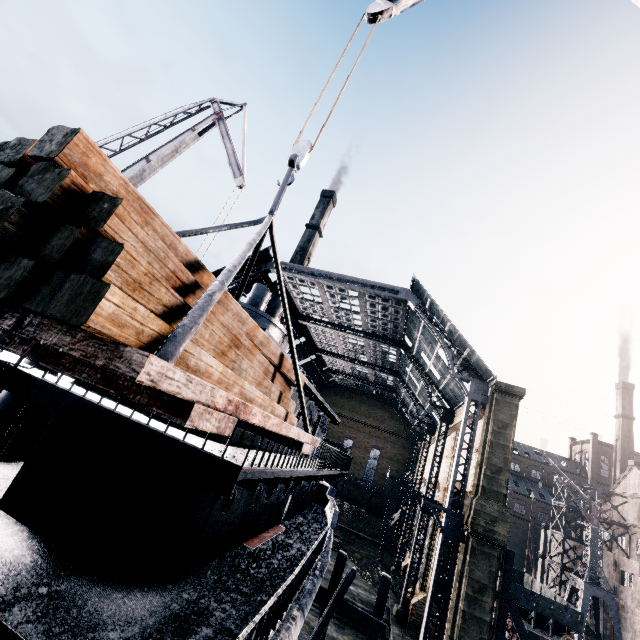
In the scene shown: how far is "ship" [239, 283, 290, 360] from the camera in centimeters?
1390cm

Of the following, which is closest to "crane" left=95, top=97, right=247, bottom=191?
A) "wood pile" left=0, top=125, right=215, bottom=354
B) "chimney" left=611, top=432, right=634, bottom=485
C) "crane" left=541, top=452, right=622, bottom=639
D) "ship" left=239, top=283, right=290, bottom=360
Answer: "ship" left=239, top=283, right=290, bottom=360

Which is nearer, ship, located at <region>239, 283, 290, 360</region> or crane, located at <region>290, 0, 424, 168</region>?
crane, located at <region>290, 0, 424, 168</region>

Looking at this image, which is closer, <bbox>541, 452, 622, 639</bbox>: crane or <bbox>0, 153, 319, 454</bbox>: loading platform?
<bbox>0, 153, 319, 454</bbox>: loading platform

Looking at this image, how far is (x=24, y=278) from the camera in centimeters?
198cm

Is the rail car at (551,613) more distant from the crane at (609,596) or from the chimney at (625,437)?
the chimney at (625,437)

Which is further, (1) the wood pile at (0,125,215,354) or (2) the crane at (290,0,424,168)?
(2) the crane at (290,0,424,168)

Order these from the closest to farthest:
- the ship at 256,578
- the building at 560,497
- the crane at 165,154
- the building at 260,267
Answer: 1. the ship at 256,578
2. the crane at 165,154
3. the building at 260,267
4. the building at 560,497
